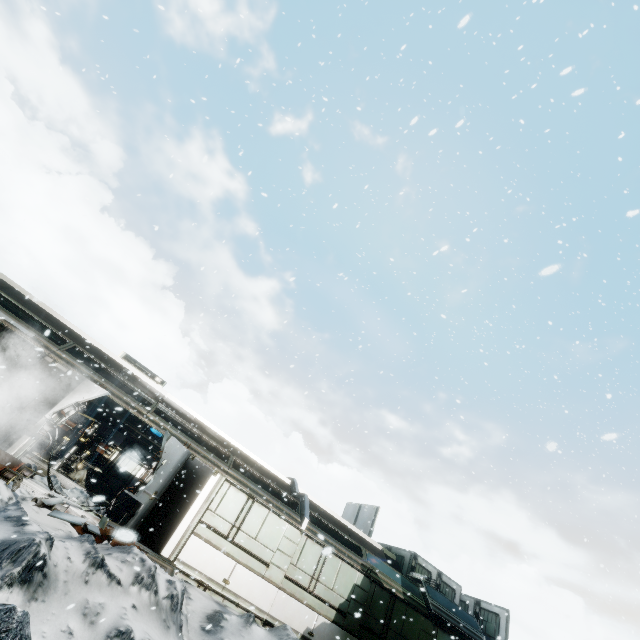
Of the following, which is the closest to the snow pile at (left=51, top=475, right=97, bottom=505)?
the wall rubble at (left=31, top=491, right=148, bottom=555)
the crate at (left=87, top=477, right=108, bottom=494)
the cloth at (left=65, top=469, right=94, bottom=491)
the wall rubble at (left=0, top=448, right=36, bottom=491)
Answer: the wall rubble at (left=0, top=448, right=36, bottom=491)

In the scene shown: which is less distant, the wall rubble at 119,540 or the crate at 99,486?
the wall rubble at 119,540

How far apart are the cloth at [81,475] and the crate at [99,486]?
0.01m

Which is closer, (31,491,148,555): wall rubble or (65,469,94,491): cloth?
(31,491,148,555): wall rubble

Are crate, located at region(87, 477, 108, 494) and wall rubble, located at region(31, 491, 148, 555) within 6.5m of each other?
no

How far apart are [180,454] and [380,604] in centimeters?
976cm

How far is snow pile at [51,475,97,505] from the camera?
9.3 meters

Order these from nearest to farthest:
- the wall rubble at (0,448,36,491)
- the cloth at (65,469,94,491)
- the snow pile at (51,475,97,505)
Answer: the wall rubble at (0,448,36,491) < the snow pile at (51,475,97,505) < the cloth at (65,469,94,491)
